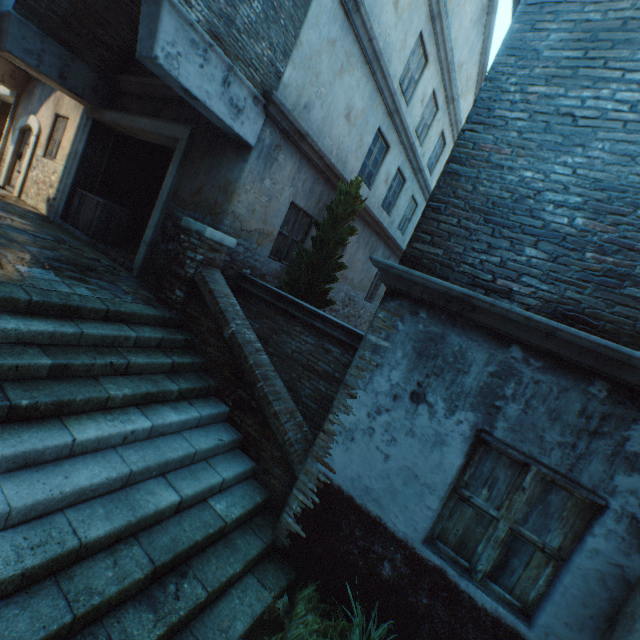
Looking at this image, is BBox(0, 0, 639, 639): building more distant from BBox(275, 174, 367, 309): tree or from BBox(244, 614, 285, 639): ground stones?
BBox(275, 174, 367, 309): tree

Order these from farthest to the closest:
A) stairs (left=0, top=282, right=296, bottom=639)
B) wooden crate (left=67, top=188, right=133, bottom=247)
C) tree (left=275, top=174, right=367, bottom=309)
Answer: wooden crate (left=67, top=188, right=133, bottom=247) < tree (left=275, top=174, right=367, bottom=309) < stairs (left=0, top=282, right=296, bottom=639)

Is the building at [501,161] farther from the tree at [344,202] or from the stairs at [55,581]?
the tree at [344,202]

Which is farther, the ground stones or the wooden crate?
the wooden crate

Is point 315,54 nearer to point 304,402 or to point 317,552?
point 304,402

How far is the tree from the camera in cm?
666

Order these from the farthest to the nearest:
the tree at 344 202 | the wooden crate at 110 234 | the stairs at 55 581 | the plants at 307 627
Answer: the wooden crate at 110 234, the tree at 344 202, the plants at 307 627, the stairs at 55 581

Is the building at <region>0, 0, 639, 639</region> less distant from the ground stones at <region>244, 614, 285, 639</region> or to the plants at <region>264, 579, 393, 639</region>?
the ground stones at <region>244, 614, 285, 639</region>
